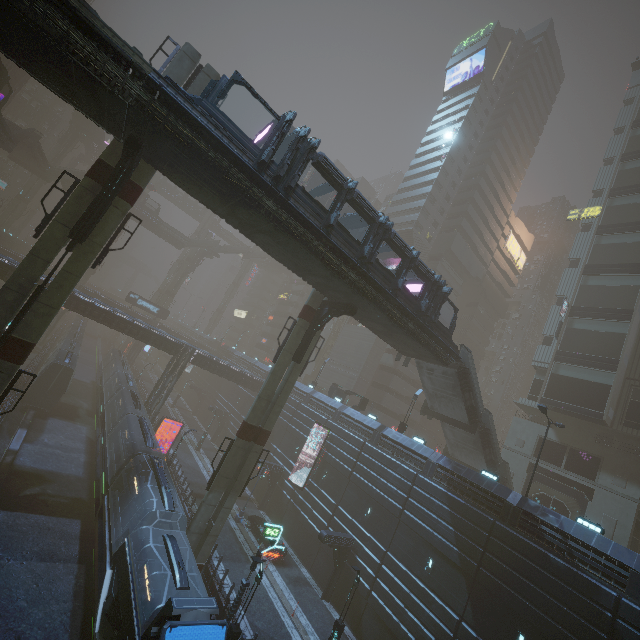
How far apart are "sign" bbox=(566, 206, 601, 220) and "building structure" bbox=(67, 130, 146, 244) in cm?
5582

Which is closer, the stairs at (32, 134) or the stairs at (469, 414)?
the stairs at (469, 414)

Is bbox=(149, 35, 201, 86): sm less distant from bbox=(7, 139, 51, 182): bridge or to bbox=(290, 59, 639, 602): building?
bbox=(290, 59, 639, 602): building

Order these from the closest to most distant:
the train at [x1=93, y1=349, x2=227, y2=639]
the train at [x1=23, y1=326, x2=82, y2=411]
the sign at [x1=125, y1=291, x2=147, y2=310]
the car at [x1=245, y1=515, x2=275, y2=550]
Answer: the train at [x1=93, y1=349, x2=227, y2=639] → the car at [x1=245, y1=515, x2=275, y2=550] → the train at [x1=23, y1=326, x2=82, y2=411] → the sign at [x1=125, y1=291, x2=147, y2=310]

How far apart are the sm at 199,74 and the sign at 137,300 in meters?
47.8 m

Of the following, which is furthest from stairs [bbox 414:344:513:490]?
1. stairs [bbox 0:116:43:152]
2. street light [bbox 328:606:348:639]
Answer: stairs [bbox 0:116:43:152]

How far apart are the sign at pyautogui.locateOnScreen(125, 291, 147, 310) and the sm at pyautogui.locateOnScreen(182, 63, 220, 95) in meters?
47.8

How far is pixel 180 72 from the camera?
16.9m
